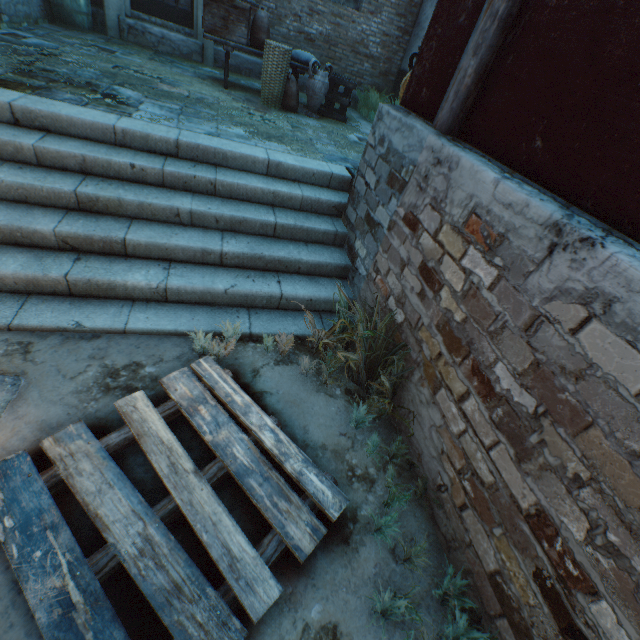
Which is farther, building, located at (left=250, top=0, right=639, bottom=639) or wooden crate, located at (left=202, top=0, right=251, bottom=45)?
wooden crate, located at (left=202, top=0, right=251, bottom=45)

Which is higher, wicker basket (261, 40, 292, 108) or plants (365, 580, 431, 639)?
wicker basket (261, 40, 292, 108)

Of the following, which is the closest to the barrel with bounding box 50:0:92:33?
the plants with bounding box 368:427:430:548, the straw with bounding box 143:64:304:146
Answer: the straw with bounding box 143:64:304:146

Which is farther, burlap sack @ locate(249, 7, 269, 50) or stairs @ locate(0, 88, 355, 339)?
burlap sack @ locate(249, 7, 269, 50)

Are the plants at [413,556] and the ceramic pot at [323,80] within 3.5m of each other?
no

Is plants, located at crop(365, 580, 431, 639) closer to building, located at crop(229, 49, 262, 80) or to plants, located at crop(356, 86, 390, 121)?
building, located at crop(229, 49, 262, 80)

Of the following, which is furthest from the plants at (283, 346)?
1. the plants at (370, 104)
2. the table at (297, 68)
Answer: the plants at (370, 104)

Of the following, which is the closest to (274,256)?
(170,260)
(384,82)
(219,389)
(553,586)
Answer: (170,260)
